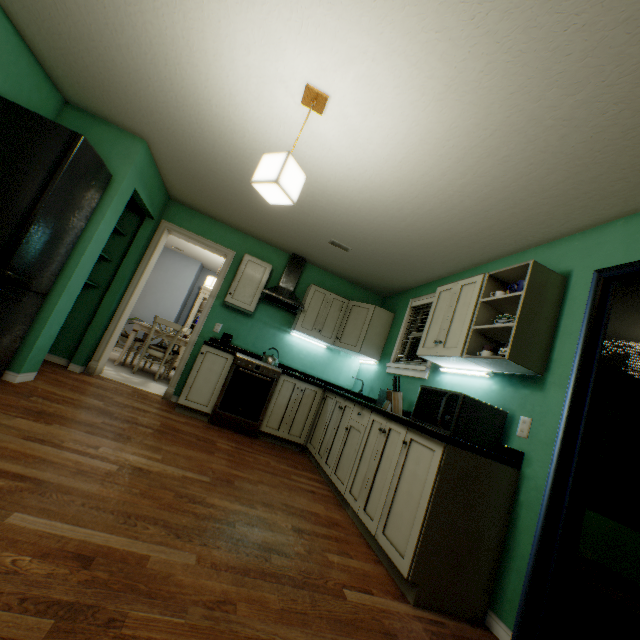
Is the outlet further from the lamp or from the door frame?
the door frame

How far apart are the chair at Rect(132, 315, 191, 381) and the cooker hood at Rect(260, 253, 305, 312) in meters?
1.8 m

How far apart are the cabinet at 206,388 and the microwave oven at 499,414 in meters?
2.3

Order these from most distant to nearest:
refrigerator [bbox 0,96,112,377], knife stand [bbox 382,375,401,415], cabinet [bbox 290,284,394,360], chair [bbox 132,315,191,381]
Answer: chair [bbox 132,315,191,381] < cabinet [bbox 290,284,394,360] < knife stand [bbox 382,375,401,415] < refrigerator [bbox 0,96,112,377]

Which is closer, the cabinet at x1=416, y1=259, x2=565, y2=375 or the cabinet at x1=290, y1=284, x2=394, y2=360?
the cabinet at x1=416, y1=259, x2=565, y2=375

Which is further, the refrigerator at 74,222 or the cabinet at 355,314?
the cabinet at 355,314

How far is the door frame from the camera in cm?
405

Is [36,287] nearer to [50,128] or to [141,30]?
[50,128]
